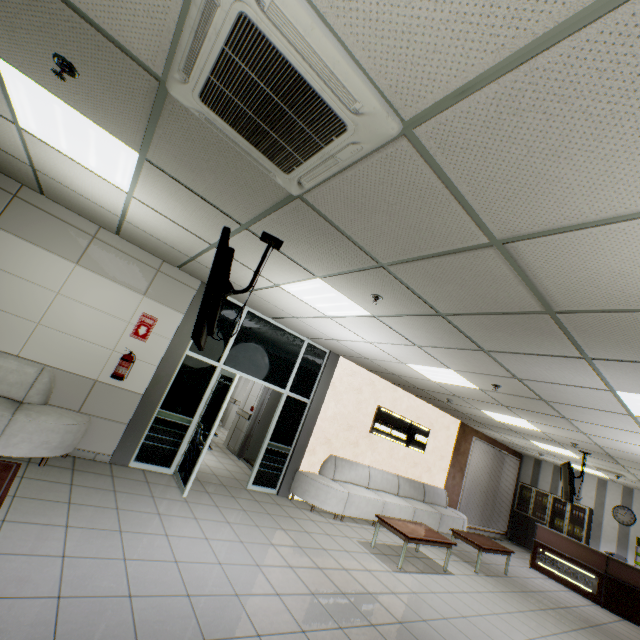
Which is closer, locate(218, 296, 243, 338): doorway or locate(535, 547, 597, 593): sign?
locate(218, 296, 243, 338): doorway

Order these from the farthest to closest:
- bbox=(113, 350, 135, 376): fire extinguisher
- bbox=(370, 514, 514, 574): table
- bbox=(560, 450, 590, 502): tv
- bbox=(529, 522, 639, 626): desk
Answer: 1. bbox=(529, 522, 639, 626): desk
2. bbox=(560, 450, 590, 502): tv
3. bbox=(370, 514, 514, 574): table
4. bbox=(113, 350, 135, 376): fire extinguisher

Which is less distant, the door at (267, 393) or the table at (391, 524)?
the table at (391, 524)

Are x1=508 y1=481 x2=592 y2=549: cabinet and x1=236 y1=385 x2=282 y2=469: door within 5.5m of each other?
no

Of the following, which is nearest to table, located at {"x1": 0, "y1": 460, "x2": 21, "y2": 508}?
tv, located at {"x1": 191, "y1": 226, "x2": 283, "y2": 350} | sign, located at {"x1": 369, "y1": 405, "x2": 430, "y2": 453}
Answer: tv, located at {"x1": 191, "y1": 226, "x2": 283, "y2": 350}

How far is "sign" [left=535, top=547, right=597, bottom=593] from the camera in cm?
820

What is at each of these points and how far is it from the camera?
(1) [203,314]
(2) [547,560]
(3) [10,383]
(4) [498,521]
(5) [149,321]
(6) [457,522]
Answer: (1) tv, 2.2 meters
(2) sign, 9.0 meters
(3) sofa, 4.2 meters
(4) blinds, 12.0 meters
(5) sign, 5.4 meters
(6) sofa, 9.0 meters

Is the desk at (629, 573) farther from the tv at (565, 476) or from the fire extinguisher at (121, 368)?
the fire extinguisher at (121, 368)
